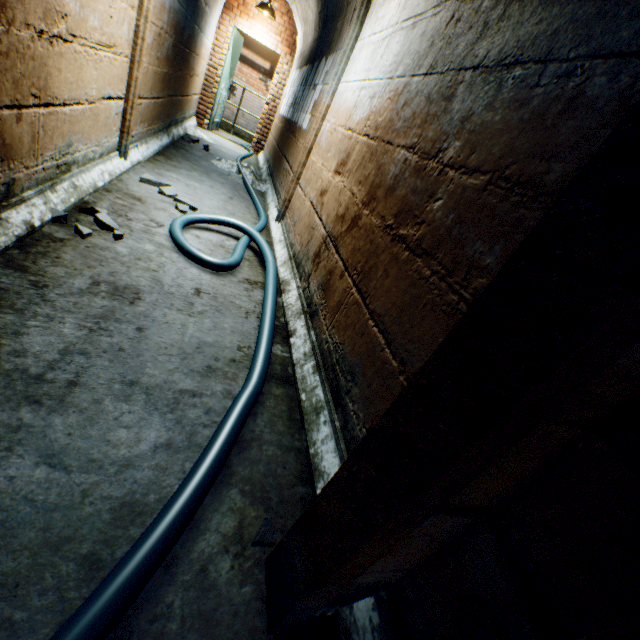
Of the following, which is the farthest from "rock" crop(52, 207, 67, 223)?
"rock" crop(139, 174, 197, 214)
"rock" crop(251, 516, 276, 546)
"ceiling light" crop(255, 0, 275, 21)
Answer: "ceiling light" crop(255, 0, 275, 21)

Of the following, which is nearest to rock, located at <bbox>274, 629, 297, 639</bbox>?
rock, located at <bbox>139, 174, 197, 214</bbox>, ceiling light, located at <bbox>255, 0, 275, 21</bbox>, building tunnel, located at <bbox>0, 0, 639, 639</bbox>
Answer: building tunnel, located at <bbox>0, 0, 639, 639</bbox>

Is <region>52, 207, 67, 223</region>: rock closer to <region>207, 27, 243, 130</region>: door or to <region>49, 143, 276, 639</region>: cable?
<region>49, 143, 276, 639</region>: cable

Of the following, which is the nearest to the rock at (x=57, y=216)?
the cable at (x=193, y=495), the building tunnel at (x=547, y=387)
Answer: the building tunnel at (x=547, y=387)

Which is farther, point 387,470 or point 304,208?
point 304,208

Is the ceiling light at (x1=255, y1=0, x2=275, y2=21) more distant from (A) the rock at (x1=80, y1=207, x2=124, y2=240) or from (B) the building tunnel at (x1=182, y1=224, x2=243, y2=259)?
(A) the rock at (x1=80, y1=207, x2=124, y2=240)

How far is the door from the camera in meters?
7.1 m

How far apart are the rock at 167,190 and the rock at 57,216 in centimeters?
126cm
